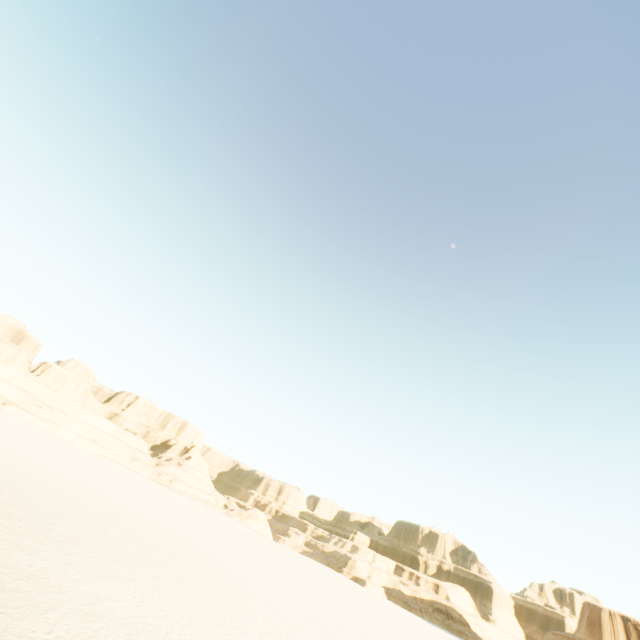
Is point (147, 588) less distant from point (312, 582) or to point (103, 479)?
point (103, 479)
